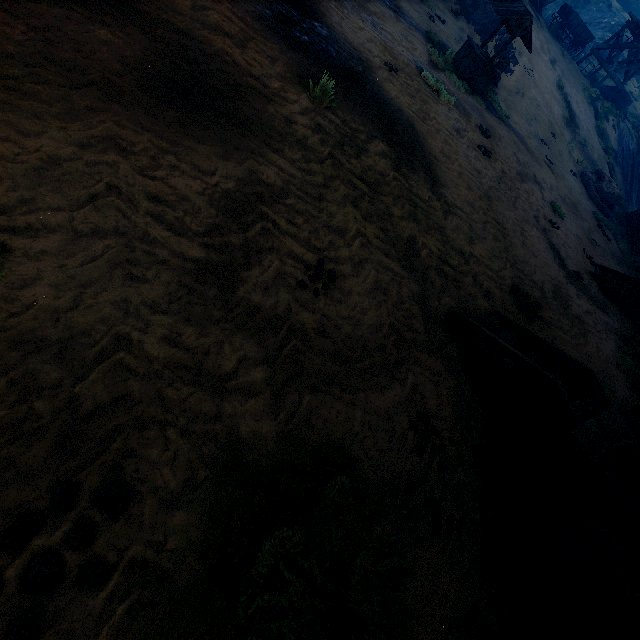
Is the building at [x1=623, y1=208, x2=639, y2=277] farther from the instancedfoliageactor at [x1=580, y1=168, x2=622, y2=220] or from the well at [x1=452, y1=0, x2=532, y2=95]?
the well at [x1=452, y1=0, x2=532, y2=95]

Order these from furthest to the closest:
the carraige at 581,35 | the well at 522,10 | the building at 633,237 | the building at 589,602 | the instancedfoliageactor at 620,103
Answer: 1. the instancedfoliageactor at 620,103
2. the carraige at 581,35
3. the building at 633,237
4. the well at 522,10
5. the building at 589,602

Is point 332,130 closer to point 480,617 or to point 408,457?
point 408,457

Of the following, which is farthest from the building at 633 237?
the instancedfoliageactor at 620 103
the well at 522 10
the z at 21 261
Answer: the well at 522 10

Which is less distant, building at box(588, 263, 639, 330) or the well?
building at box(588, 263, 639, 330)

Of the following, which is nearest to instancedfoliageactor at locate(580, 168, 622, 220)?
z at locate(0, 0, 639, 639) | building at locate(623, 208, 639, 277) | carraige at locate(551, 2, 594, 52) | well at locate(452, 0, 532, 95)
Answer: z at locate(0, 0, 639, 639)

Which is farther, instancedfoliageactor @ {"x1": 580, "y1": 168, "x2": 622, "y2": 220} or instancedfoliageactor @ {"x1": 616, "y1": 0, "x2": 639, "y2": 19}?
instancedfoliageactor @ {"x1": 616, "y1": 0, "x2": 639, "y2": 19}

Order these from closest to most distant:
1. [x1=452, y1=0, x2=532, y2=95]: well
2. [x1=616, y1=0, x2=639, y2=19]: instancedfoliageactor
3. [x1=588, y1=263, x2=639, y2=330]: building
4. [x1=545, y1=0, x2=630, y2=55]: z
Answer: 1. [x1=588, y1=263, x2=639, y2=330]: building
2. [x1=452, y1=0, x2=532, y2=95]: well
3. [x1=545, y1=0, x2=630, y2=55]: z
4. [x1=616, y1=0, x2=639, y2=19]: instancedfoliageactor
